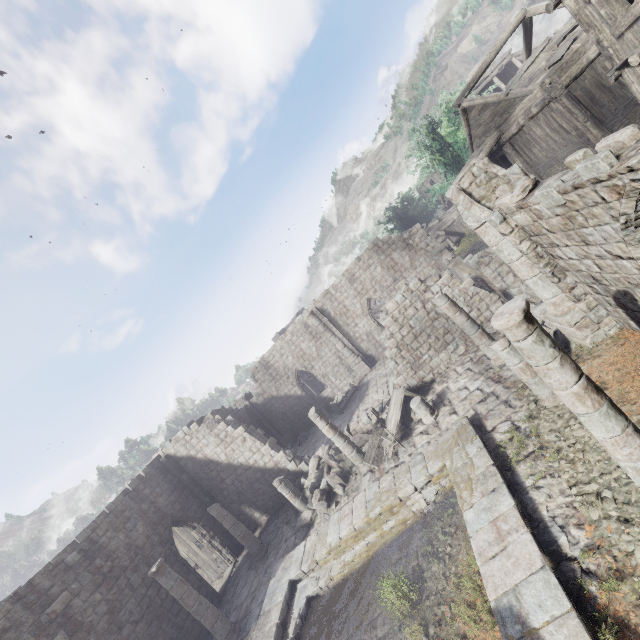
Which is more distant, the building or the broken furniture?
the broken furniture

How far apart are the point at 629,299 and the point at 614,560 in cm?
505

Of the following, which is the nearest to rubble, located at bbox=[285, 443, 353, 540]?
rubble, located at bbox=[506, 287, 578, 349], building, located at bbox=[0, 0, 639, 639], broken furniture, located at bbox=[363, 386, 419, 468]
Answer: building, located at bbox=[0, 0, 639, 639]

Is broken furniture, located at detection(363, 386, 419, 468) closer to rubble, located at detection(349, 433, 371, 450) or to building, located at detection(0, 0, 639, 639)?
building, located at detection(0, 0, 639, 639)

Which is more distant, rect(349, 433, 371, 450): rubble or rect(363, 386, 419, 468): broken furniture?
rect(349, 433, 371, 450): rubble

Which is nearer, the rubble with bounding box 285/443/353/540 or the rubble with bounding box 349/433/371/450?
the rubble with bounding box 285/443/353/540

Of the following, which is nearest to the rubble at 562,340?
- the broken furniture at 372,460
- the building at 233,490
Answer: the building at 233,490

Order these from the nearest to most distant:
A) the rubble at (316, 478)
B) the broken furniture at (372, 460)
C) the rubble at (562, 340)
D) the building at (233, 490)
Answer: the building at (233, 490), the rubble at (562, 340), the broken furniture at (372, 460), the rubble at (316, 478)
